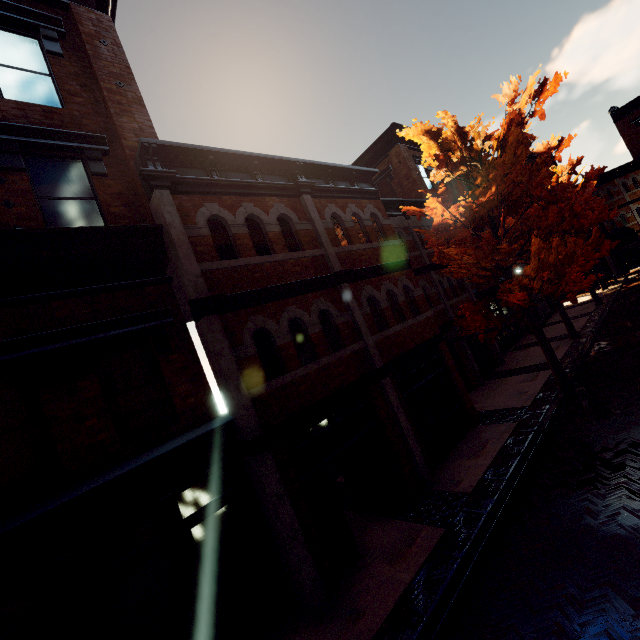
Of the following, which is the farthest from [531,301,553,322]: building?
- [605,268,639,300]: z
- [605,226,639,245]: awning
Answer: [605,268,639,300]: z

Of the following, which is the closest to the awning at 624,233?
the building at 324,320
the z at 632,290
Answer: the building at 324,320

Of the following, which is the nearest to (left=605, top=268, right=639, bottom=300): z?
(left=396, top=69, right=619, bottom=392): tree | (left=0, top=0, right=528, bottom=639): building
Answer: (left=396, top=69, right=619, bottom=392): tree

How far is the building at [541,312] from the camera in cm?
2439

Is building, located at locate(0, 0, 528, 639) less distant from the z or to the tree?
the tree

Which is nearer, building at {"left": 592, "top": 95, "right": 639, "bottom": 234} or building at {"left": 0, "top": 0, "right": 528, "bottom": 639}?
building at {"left": 0, "top": 0, "right": 528, "bottom": 639}

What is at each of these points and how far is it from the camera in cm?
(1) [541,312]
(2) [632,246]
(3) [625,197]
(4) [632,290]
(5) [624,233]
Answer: (1) building, 2470
(2) building, 3067
(3) building, 3070
(4) z, 2270
(5) awning, 2628
